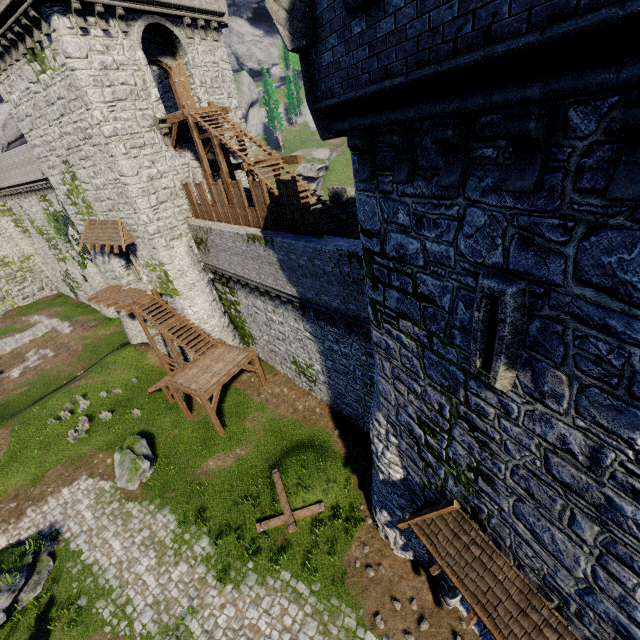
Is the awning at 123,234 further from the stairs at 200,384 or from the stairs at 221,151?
the stairs at 221,151

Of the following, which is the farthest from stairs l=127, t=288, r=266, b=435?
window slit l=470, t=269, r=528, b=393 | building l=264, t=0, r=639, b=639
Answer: window slit l=470, t=269, r=528, b=393

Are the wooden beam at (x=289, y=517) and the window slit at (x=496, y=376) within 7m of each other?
no

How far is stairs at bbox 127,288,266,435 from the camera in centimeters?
1739cm

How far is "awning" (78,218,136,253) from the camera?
19.2m

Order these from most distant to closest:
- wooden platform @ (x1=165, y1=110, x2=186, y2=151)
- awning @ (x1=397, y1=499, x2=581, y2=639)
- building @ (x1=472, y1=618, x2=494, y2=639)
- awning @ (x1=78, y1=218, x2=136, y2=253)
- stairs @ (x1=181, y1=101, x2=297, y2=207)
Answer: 1. awning @ (x1=78, y1=218, x2=136, y2=253)
2. wooden platform @ (x1=165, y1=110, x2=186, y2=151)
3. stairs @ (x1=181, y1=101, x2=297, y2=207)
4. building @ (x1=472, y1=618, x2=494, y2=639)
5. awning @ (x1=397, y1=499, x2=581, y2=639)

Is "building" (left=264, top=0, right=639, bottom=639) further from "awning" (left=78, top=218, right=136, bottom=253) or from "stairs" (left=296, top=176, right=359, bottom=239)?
"awning" (left=78, top=218, right=136, bottom=253)

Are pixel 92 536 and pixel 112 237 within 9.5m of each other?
no
